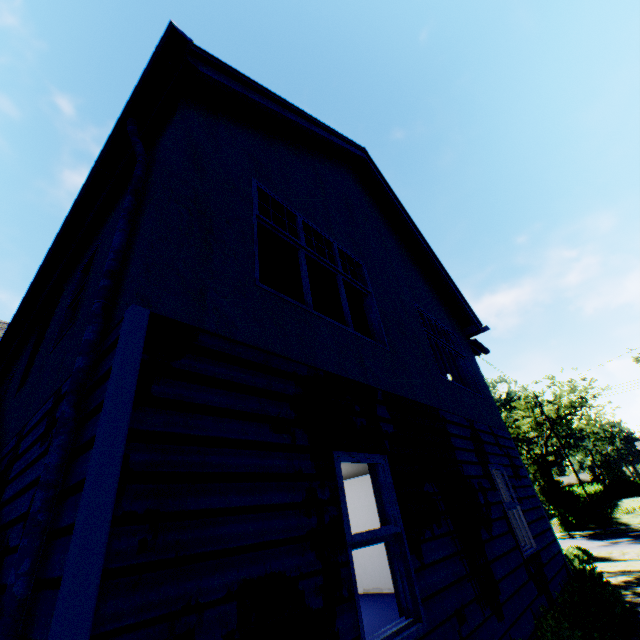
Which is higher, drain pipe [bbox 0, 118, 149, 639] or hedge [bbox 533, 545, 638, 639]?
drain pipe [bbox 0, 118, 149, 639]

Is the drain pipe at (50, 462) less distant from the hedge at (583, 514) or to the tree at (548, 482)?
the tree at (548, 482)

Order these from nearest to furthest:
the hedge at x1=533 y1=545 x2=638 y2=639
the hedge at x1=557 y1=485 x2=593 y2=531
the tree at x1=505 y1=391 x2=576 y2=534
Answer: the hedge at x1=533 y1=545 x2=638 y2=639, the tree at x1=505 y1=391 x2=576 y2=534, the hedge at x1=557 y1=485 x2=593 y2=531

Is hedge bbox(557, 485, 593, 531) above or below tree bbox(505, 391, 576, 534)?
below

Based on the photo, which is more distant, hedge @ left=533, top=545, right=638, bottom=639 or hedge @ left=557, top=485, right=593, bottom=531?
hedge @ left=557, top=485, right=593, bottom=531

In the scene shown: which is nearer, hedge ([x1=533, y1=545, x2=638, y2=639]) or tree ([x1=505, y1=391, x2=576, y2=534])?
hedge ([x1=533, y1=545, x2=638, y2=639])

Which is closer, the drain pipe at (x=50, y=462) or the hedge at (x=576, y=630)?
the drain pipe at (x=50, y=462)

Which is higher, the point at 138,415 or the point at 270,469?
the point at 138,415
